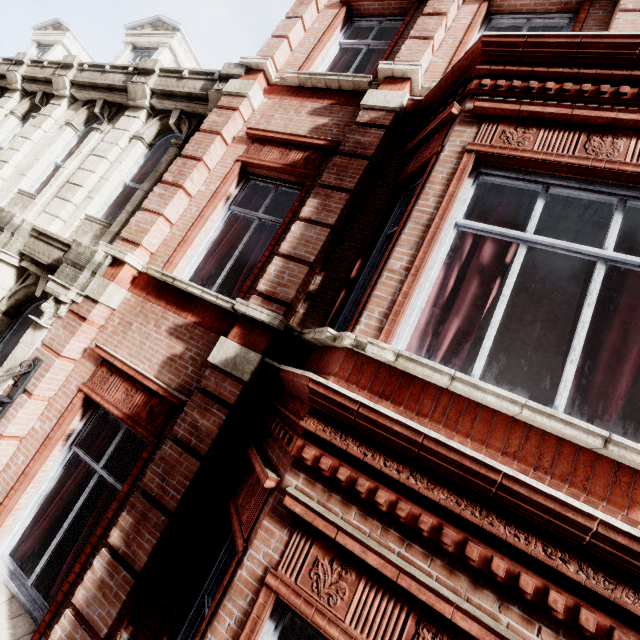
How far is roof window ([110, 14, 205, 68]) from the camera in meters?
9.0

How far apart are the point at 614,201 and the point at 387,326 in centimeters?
231cm

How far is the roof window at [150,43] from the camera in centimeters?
902cm
